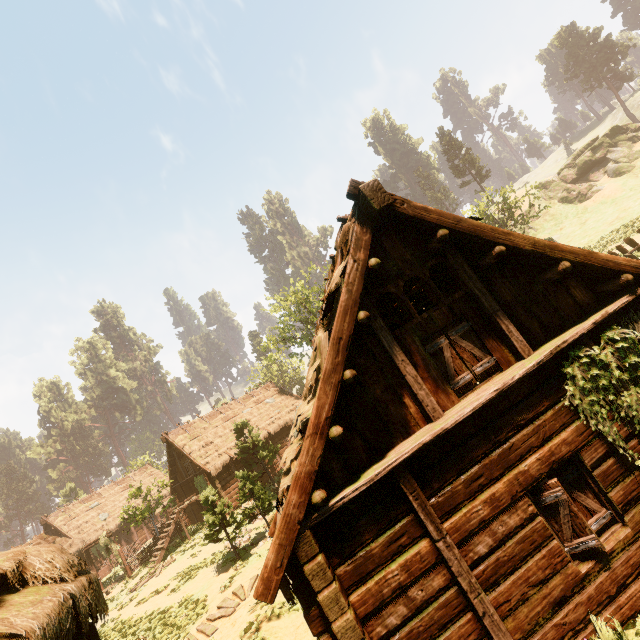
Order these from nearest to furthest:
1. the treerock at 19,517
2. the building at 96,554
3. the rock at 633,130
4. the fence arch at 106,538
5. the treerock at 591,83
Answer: the fence arch at 106,538
the building at 96,554
the rock at 633,130
the treerock at 591,83
the treerock at 19,517

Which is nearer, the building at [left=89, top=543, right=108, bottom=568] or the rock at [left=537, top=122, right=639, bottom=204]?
the building at [left=89, top=543, right=108, bottom=568]

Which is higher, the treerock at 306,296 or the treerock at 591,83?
the treerock at 591,83

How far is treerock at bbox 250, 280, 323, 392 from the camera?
34.0m

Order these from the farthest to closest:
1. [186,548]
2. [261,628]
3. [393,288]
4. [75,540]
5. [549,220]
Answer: [549,220] < [75,540] < [186,548] < [261,628] < [393,288]

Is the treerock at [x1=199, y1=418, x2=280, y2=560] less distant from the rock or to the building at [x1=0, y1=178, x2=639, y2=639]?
the building at [x1=0, y1=178, x2=639, y2=639]

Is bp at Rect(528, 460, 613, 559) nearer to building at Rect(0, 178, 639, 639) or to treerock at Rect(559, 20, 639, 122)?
building at Rect(0, 178, 639, 639)
